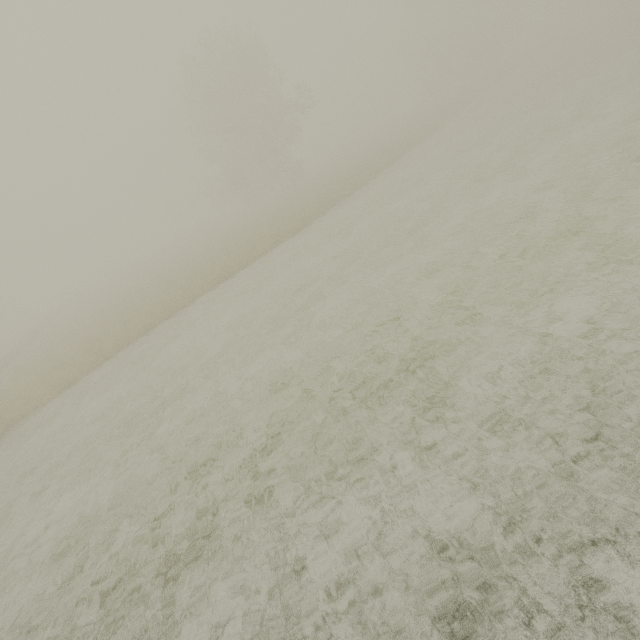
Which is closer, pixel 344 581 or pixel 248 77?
pixel 344 581
